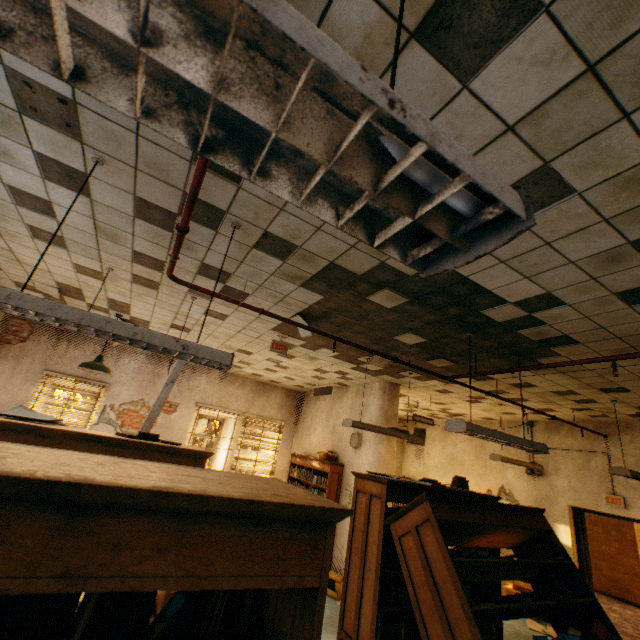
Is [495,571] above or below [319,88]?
below

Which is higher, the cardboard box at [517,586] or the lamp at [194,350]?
the lamp at [194,350]

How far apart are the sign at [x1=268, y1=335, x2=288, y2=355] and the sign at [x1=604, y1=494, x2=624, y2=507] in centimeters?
721cm

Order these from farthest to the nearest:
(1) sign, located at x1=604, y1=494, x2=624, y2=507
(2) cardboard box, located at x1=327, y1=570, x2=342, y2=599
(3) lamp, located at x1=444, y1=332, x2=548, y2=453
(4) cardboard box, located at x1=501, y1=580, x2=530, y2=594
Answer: (4) cardboard box, located at x1=501, y1=580, x2=530, y2=594
(1) sign, located at x1=604, y1=494, x2=624, y2=507
(2) cardboard box, located at x1=327, y1=570, x2=342, y2=599
(3) lamp, located at x1=444, y1=332, x2=548, y2=453

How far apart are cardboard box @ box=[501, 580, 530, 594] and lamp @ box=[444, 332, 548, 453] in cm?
499

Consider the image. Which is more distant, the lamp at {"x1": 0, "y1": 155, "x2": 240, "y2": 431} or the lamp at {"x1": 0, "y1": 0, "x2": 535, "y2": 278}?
the lamp at {"x1": 0, "y1": 155, "x2": 240, "y2": 431}

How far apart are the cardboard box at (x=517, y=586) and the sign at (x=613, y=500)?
2.3 meters

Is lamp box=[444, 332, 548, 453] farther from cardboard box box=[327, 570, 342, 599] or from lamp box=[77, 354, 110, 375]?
lamp box=[77, 354, 110, 375]
